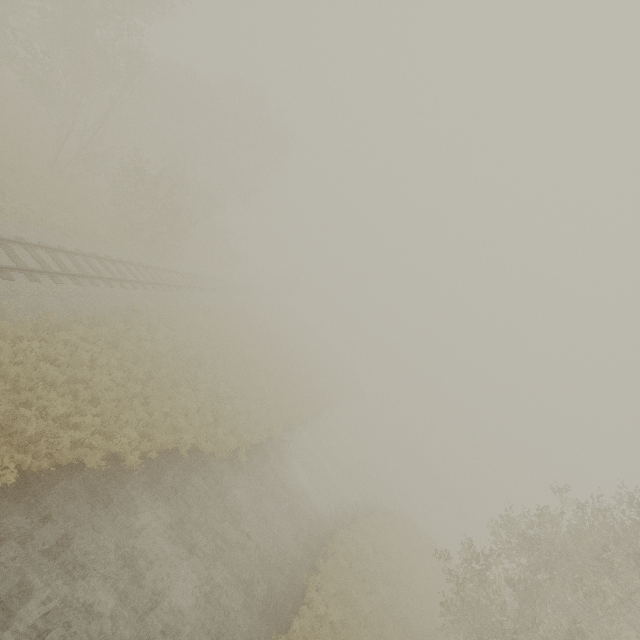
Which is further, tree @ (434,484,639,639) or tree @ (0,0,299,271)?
tree @ (0,0,299,271)

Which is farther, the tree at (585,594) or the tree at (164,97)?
Answer: the tree at (164,97)

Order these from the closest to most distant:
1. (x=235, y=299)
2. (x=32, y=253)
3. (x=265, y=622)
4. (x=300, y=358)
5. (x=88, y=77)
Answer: (x=265, y=622) → (x=32, y=253) → (x=88, y=77) → (x=235, y=299) → (x=300, y=358)
